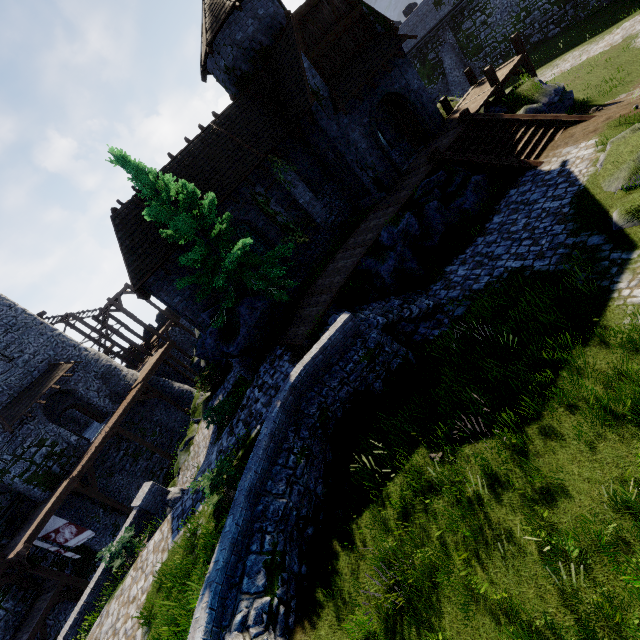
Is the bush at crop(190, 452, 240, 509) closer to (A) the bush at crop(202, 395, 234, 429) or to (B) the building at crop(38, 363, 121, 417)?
(A) the bush at crop(202, 395, 234, 429)

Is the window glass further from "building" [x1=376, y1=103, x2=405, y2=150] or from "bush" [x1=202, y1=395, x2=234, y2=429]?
"bush" [x1=202, y1=395, x2=234, y2=429]

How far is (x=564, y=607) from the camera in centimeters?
482cm

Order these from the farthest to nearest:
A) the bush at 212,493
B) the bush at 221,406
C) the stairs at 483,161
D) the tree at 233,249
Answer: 1. the bush at 221,406
2. the stairs at 483,161
3. the tree at 233,249
4. the bush at 212,493

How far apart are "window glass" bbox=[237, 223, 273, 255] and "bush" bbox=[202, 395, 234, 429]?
7.3 meters

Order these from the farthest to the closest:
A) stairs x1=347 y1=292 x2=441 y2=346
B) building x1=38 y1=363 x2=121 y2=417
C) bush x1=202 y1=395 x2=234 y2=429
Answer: building x1=38 y1=363 x2=121 y2=417 → bush x1=202 y1=395 x2=234 y2=429 → stairs x1=347 y1=292 x2=441 y2=346

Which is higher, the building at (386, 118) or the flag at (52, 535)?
the building at (386, 118)

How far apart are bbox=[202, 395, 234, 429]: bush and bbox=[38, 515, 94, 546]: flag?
12.00m
